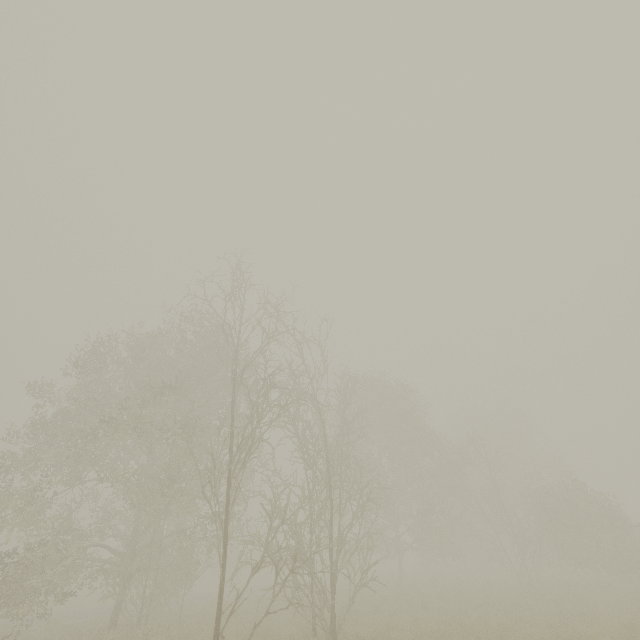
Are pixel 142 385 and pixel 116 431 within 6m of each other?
yes
